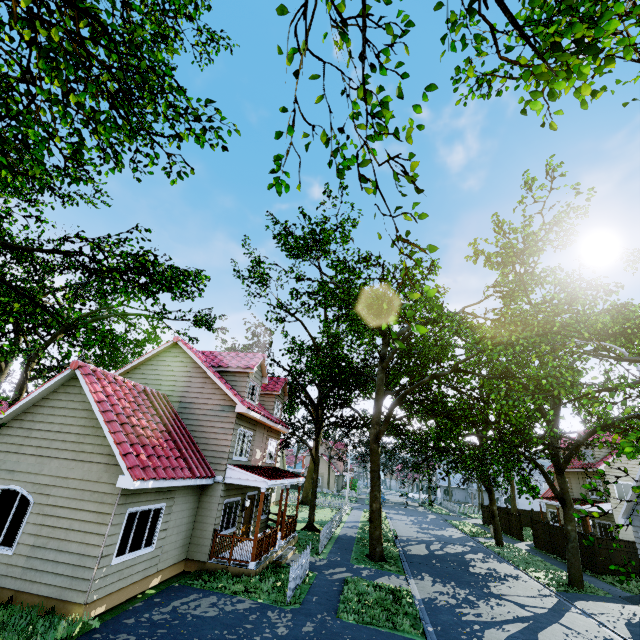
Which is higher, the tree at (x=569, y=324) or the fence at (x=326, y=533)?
the tree at (x=569, y=324)

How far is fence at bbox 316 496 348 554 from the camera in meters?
18.1

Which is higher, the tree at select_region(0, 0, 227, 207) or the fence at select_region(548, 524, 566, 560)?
the tree at select_region(0, 0, 227, 207)

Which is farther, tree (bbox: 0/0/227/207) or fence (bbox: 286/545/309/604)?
fence (bbox: 286/545/309/604)

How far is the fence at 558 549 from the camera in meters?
22.6

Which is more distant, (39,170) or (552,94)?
(39,170)
